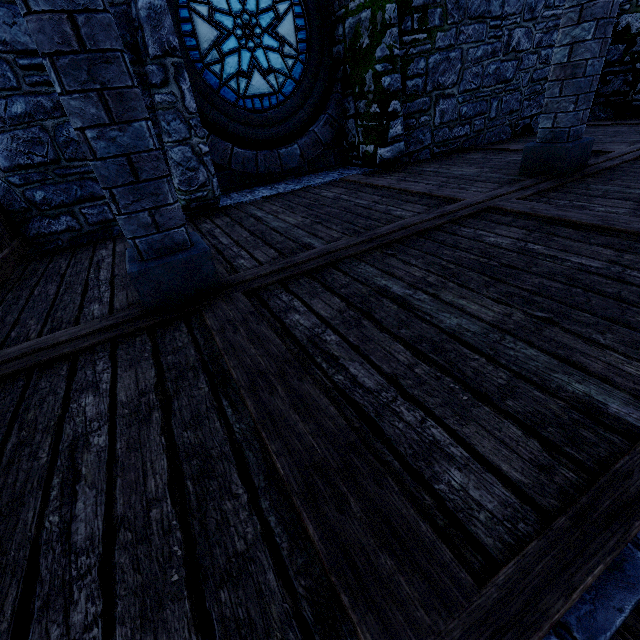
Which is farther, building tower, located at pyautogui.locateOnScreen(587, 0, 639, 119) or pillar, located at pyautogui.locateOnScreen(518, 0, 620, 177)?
building tower, located at pyautogui.locateOnScreen(587, 0, 639, 119)

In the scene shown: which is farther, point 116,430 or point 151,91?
point 151,91

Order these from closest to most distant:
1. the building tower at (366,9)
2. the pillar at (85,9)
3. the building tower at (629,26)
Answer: the pillar at (85,9) < the building tower at (366,9) < the building tower at (629,26)

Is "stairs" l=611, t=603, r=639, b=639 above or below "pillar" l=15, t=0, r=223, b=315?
below

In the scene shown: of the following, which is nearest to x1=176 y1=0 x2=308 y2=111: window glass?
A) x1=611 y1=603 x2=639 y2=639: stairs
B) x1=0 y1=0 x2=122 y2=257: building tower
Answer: x1=0 y1=0 x2=122 y2=257: building tower

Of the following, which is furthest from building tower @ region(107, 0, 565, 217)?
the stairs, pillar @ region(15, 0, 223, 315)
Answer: pillar @ region(15, 0, 223, 315)

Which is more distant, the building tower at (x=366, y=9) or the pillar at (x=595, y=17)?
the building tower at (x=366, y=9)
